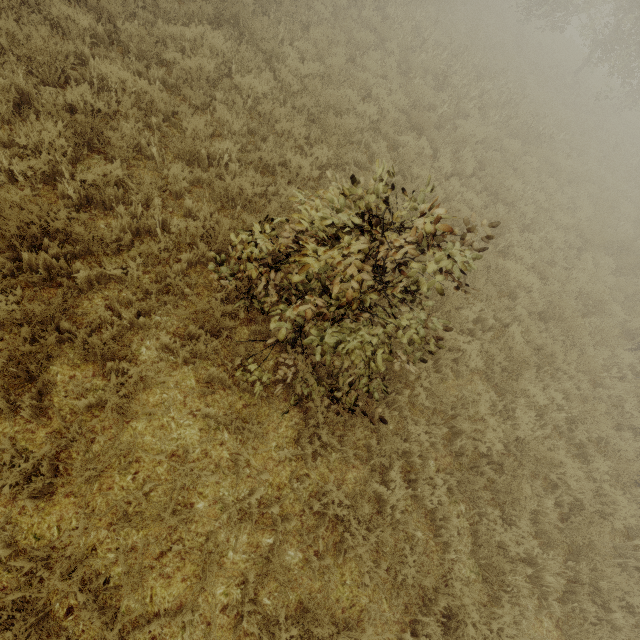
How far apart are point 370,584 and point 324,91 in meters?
8.8
